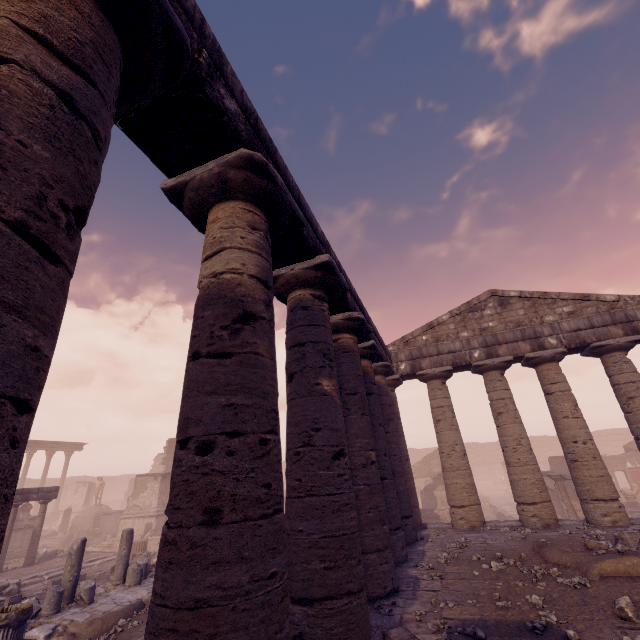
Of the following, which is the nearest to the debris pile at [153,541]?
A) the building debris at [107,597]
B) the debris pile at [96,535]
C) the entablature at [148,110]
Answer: the debris pile at [96,535]

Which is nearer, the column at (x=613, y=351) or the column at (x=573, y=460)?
the column at (x=573, y=460)

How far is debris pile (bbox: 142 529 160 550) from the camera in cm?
1799

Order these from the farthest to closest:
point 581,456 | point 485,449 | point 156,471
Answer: point 485,449, point 156,471, point 581,456

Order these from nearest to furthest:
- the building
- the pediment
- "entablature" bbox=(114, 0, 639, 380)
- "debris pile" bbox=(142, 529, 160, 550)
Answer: "entablature" bbox=(114, 0, 639, 380) < the pediment < the building < "debris pile" bbox=(142, 529, 160, 550)

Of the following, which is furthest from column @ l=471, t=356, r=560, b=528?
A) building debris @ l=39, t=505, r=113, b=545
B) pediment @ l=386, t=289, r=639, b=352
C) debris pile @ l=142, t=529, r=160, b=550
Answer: building debris @ l=39, t=505, r=113, b=545

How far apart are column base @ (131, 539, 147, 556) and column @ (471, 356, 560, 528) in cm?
1626

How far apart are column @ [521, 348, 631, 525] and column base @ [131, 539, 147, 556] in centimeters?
1815cm
